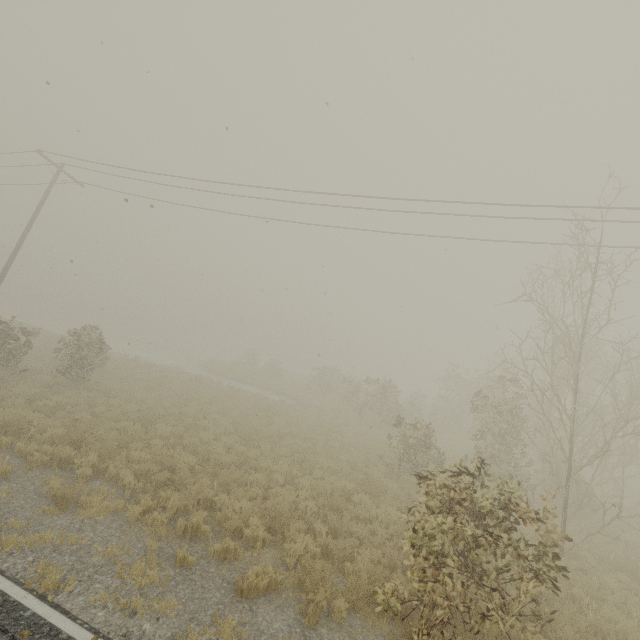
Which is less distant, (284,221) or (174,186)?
(284,221)

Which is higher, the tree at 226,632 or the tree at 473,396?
the tree at 473,396

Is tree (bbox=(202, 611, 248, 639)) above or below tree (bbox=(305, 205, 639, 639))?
below
